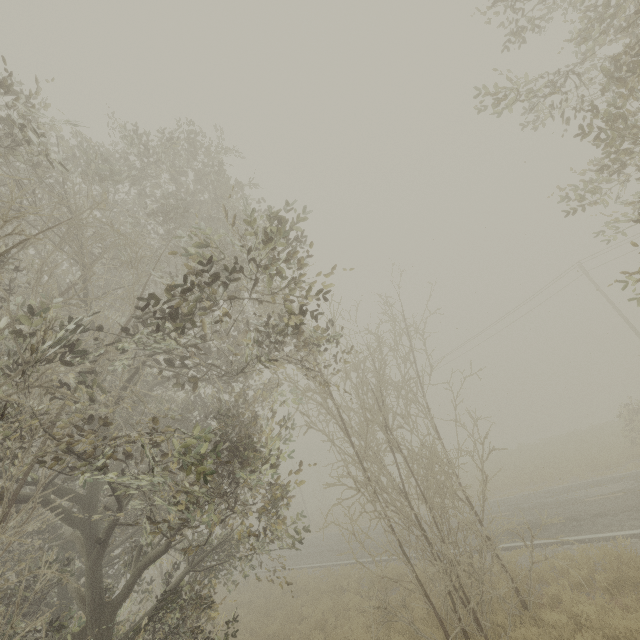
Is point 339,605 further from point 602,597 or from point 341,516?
point 341,516
